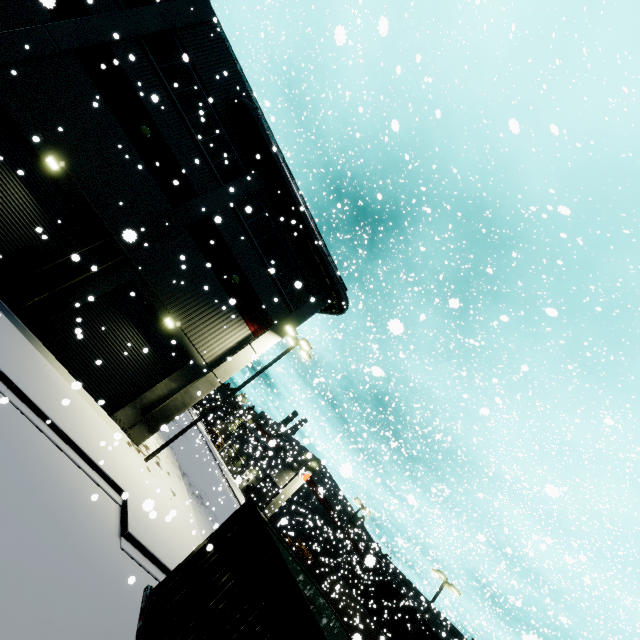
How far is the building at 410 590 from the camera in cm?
4362

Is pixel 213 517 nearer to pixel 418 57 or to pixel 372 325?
pixel 372 325

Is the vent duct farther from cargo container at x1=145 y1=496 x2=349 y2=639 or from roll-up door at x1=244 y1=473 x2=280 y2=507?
roll-up door at x1=244 y1=473 x2=280 y2=507

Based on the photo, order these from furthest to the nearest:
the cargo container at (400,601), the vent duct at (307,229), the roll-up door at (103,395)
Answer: the cargo container at (400,601)
the vent duct at (307,229)
the roll-up door at (103,395)

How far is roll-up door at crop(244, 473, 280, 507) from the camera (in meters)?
41.90

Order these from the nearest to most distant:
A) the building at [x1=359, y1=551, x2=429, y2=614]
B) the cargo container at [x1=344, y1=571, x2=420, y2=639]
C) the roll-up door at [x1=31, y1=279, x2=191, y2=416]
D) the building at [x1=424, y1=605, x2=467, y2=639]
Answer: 1. the roll-up door at [x1=31, y1=279, x2=191, y2=416]
2. the cargo container at [x1=344, y1=571, x2=420, y2=639]
3. the building at [x1=424, y1=605, x2=467, y2=639]
4. the building at [x1=359, y1=551, x2=429, y2=614]

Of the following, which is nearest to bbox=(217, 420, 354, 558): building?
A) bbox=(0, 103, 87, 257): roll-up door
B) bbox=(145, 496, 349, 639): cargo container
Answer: bbox=(0, 103, 87, 257): roll-up door

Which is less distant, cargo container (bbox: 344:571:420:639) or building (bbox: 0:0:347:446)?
building (bbox: 0:0:347:446)
